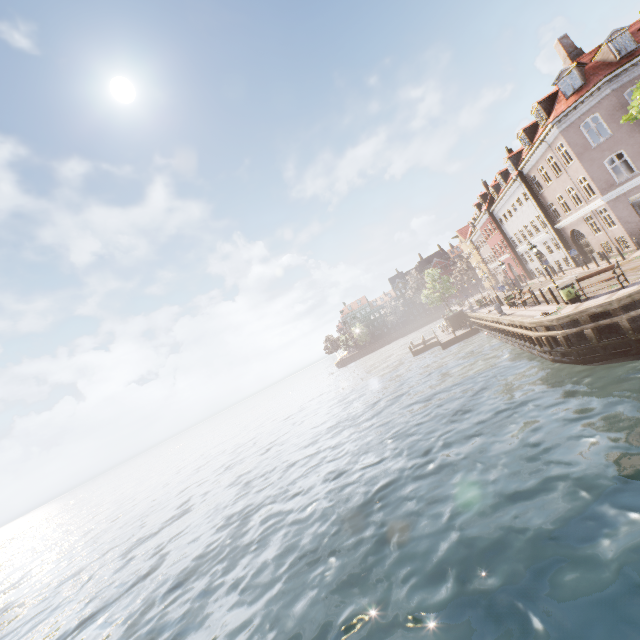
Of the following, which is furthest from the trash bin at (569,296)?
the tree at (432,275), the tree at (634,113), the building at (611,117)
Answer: the tree at (432,275)

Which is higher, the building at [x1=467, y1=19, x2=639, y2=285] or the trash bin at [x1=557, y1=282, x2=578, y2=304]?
the building at [x1=467, y1=19, x2=639, y2=285]

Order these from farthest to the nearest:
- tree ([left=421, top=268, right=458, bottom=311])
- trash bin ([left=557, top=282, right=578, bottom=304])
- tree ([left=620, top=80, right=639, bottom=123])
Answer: tree ([left=421, top=268, right=458, bottom=311]) < trash bin ([left=557, top=282, right=578, bottom=304]) < tree ([left=620, top=80, right=639, bottom=123])

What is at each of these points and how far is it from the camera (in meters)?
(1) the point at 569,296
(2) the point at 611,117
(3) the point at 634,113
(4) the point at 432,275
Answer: (1) trash bin, 16.34
(2) building, 20.88
(3) tree, 13.93
(4) tree, 44.97

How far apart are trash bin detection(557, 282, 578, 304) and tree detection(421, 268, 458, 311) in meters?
27.5

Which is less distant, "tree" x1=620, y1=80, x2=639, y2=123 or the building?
"tree" x1=620, y1=80, x2=639, y2=123

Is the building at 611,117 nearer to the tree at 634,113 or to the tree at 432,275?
the tree at 634,113

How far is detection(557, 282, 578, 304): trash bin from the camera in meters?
16.3
